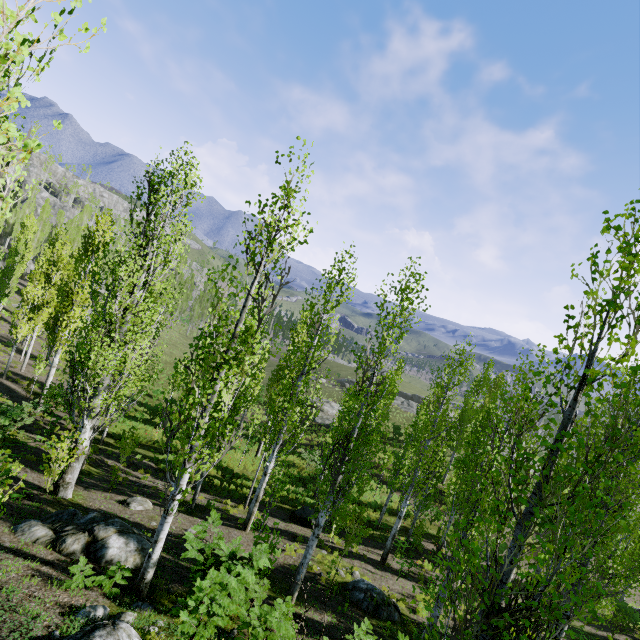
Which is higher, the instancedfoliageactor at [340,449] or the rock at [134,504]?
the instancedfoliageactor at [340,449]

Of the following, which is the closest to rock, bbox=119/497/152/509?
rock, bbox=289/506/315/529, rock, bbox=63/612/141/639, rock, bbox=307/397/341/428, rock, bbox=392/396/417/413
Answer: rock, bbox=289/506/315/529

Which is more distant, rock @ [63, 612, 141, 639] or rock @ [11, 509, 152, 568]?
rock @ [11, 509, 152, 568]

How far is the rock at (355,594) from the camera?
11.0m

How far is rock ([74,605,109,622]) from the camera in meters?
5.5

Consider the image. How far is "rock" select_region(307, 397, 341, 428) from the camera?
39.2 meters

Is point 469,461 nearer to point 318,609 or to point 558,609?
point 558,609

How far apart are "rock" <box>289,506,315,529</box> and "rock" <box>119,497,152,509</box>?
7.3m
